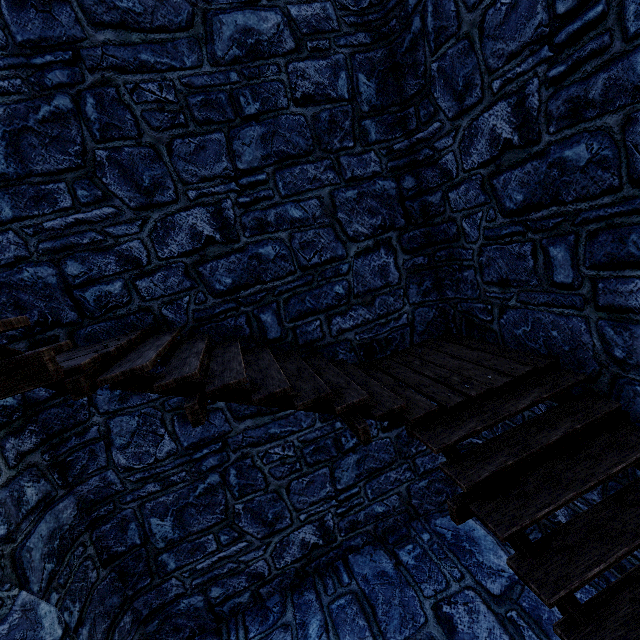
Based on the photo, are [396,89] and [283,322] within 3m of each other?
no
